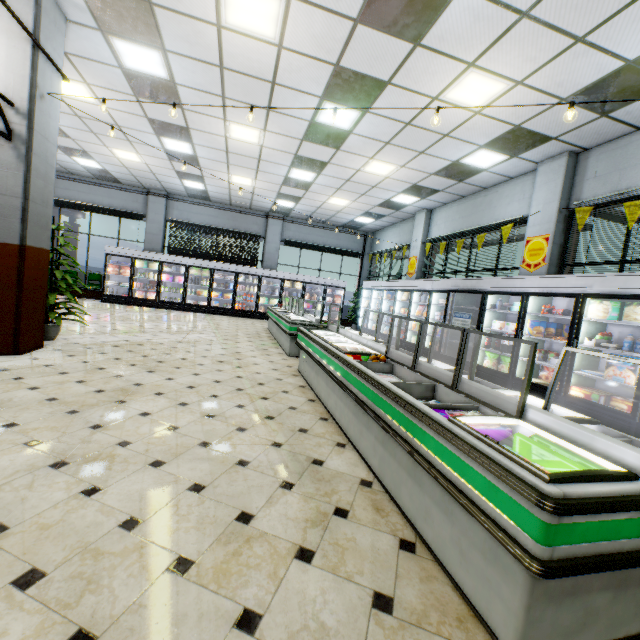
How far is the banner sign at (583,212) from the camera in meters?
6.0 m

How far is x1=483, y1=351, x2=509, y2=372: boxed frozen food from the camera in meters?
6.5 m

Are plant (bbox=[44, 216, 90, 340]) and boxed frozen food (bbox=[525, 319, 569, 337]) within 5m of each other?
no

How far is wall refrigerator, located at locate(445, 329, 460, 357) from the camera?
8.1m

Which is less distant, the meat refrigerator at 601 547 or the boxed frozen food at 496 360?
the meat refrigerator at 601 547

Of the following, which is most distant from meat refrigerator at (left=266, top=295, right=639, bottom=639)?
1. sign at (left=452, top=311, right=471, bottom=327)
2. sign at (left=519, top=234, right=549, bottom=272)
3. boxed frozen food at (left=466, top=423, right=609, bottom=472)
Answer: sign at (left=519, top=234, right=549, bottom=272)

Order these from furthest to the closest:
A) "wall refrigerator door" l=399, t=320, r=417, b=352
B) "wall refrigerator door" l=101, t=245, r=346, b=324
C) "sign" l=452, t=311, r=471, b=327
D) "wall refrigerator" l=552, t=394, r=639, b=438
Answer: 1. "wall refrigerator door" l=101, t=245, r=346, b=324
2. "wall refrigerator door" l=399, t=320, r=417, b=352
3. "sign" l=452, t=311, r=471, b=327
4. "wall refrigerator" l=552, t=394, r=639, b=438

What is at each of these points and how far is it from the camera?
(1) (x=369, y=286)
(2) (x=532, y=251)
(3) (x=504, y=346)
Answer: (1) wall refrigerator door, 13.2m
(2) sign, 7.1m
(3) soda bottle, 6.6m
